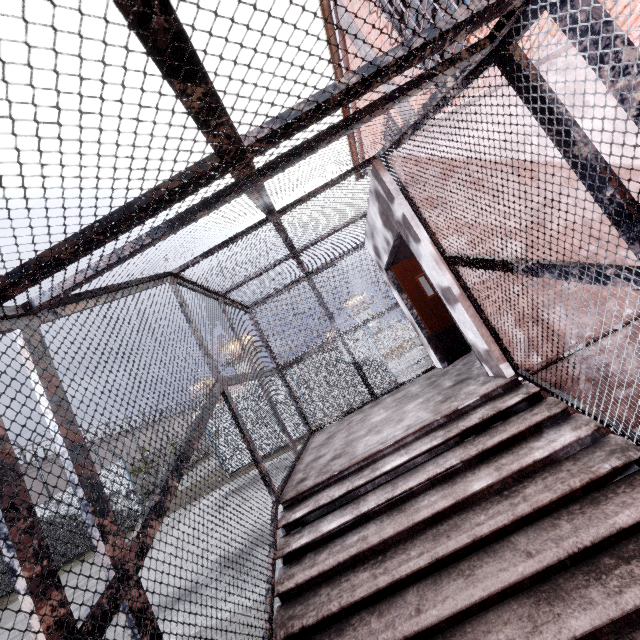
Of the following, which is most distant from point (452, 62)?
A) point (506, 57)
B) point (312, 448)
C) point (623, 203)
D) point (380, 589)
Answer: point (312, 448)

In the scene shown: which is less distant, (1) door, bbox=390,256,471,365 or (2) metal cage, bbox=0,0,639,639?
(2) metal cage, bbox=0,0,639,639

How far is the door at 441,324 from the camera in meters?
6.1

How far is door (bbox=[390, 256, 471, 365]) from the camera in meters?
6.1 m

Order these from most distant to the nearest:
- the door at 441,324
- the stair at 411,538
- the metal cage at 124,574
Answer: the door at 441,324, the stair at 411,538, the metal cage at 124,574

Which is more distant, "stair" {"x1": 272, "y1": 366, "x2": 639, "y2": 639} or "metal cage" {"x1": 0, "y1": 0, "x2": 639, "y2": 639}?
"stair" {"x1": 272, "y1": 366, "x2": 639, "y2": 639}

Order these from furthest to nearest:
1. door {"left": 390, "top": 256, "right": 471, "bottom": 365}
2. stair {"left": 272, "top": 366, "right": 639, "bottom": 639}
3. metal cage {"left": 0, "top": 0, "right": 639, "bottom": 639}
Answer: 1. door {"left": 390, "top": 256, "right": 471, "bottom": 365}
2. stair {"left": 272, "top": 366, "right": 639, "bottom": 639}
3. metal cage {"left": 0, "top": 0, "right": 639, "bottom": 639}

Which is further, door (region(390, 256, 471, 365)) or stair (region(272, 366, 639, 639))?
door (region(390, 256, 471, 365))
